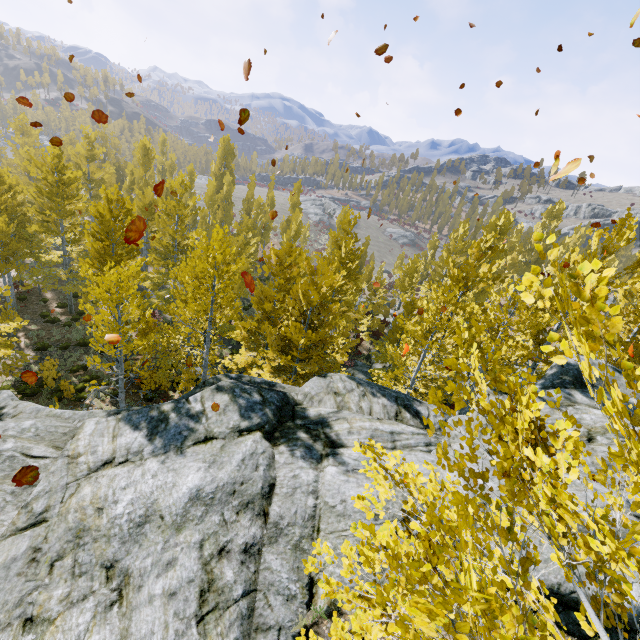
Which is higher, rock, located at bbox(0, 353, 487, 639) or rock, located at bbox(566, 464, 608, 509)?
rock, located at bbox(566, 464, 608, 509)

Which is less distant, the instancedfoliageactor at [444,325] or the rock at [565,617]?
the instancedfoliageactor at [444,325]

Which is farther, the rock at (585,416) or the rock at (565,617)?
the rock at (585,416)

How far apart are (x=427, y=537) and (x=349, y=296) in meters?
17.7 m

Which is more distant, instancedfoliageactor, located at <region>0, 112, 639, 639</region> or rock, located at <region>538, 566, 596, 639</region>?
rock, located at <region>538, 566, 596, 639</region>

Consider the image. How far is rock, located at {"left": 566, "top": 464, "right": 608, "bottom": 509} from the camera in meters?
6.7 m
